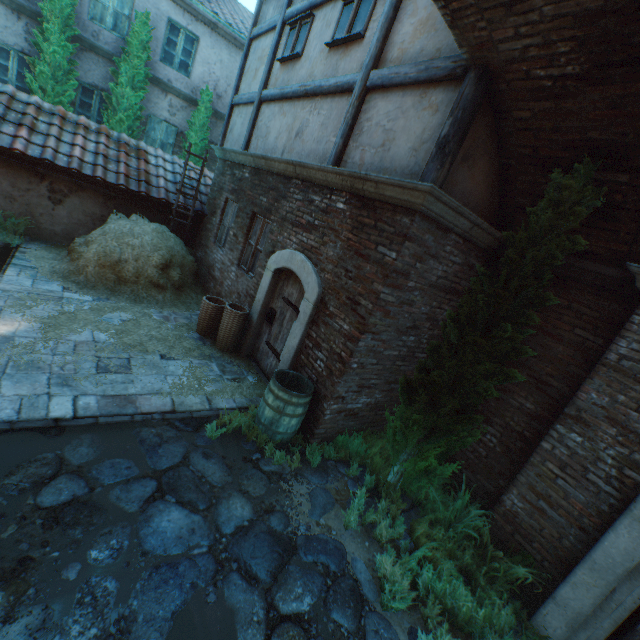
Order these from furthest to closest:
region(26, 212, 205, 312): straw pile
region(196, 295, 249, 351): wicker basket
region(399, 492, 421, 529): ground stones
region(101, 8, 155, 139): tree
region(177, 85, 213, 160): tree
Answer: region(177, 85, 213, 160): tree → region(101, 8, 155, 139): tree → region(26, 212, 205, 312): straw pile → region(196, 295, 249, 351): wicker basket → region(399, 492, 421, 529): ground stones

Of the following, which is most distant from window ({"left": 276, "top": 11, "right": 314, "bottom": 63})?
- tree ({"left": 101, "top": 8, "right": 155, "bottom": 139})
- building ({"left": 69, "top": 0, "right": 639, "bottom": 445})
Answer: tree ({"left": 101, "top": 8, "right": 155, "bottom": 139})

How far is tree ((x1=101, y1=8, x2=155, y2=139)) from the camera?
9.8 meters

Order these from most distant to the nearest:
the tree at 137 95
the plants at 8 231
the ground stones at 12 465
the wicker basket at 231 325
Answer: the tree at 137 95 < the plants at 8 231 < the wicker basket at 231 325 < the ground stones at 12 465

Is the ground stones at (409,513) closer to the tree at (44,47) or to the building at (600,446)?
the building at (600,446)

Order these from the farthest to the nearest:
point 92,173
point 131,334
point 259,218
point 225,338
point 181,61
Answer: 1. point 181,61
2. point 92,173
3. point 259,218
4. point 225,338
5. point 131,334

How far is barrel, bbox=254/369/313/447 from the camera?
4.44m

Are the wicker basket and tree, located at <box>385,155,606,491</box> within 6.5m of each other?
yes
